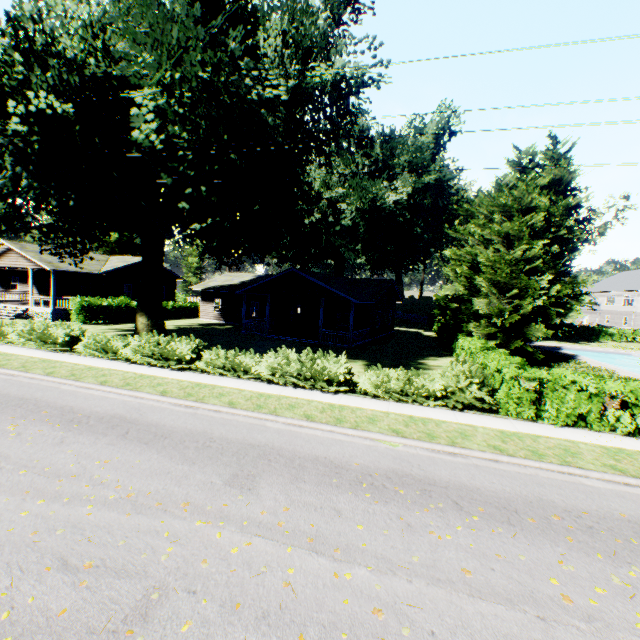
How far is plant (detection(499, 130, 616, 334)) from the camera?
36.97m

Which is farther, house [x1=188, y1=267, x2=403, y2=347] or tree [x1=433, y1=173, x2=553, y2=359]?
house [x1=188, y1=267, x2=403, y2=347]

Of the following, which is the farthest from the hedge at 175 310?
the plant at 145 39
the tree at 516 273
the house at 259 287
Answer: the tree at 516 273

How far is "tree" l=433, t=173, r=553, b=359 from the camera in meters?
20.1 m

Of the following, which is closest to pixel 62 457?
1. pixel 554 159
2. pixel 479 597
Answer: pixel 479 597

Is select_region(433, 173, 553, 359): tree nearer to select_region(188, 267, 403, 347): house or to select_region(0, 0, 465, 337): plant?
select_region(0, 0, 465, 337): plant

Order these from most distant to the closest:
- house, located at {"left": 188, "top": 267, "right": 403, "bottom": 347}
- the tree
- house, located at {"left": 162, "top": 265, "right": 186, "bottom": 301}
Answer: house, located at {"left": 162, "top": 265, "right": 186, "bottom": 301} < house, located at {"left": 188, "top": 267, "right": 403, "bottom": 347} < the tree

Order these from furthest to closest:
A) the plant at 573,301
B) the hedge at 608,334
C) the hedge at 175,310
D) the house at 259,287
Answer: the hedge at 608,334
the plant at 573,301
the hedge at 175,310
the house at 259,287
